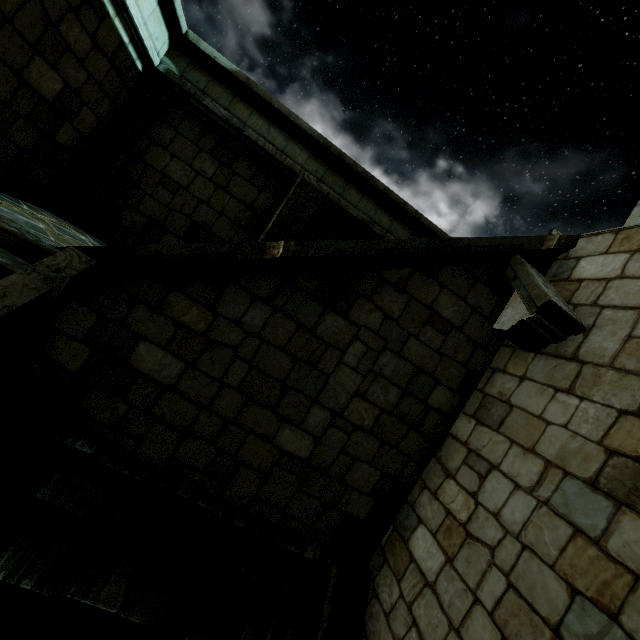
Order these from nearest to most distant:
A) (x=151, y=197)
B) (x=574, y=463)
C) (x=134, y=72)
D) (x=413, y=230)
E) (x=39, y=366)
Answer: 1. (x=574, y=463)
2. (x=39, y=366)
3. (x=134, y=72)
4. (x=151, y=197)
5. (x=413, y=230)
